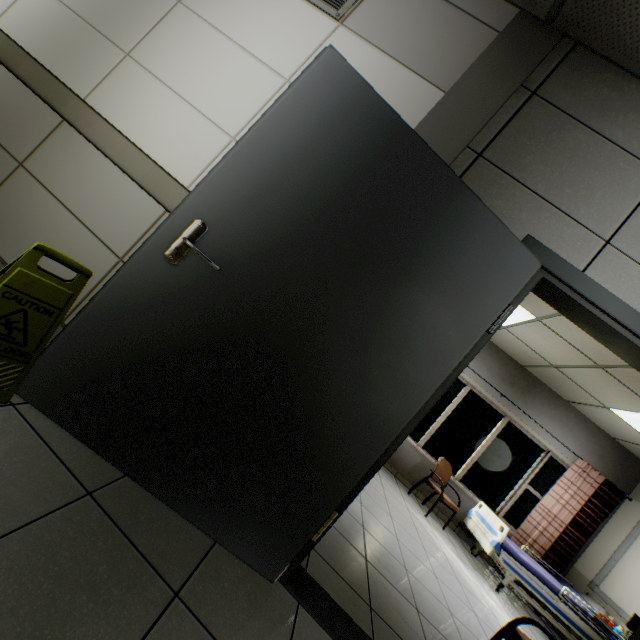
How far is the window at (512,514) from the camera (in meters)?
6.09

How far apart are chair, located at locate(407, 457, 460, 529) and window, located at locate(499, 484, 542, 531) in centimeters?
135cm

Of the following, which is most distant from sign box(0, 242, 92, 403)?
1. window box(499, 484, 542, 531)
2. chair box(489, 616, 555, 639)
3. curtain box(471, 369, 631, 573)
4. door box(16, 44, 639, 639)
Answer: window box(499, 484, 542, 531)

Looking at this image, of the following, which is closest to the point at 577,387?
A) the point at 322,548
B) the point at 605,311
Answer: the point at 605,311

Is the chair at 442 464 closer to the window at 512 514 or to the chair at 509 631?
the window at 512 514

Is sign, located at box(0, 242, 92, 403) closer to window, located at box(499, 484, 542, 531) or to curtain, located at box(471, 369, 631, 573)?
curtain, located at box(471, 369, 631, 573)

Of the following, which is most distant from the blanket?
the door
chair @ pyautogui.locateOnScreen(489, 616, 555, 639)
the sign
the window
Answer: the sign

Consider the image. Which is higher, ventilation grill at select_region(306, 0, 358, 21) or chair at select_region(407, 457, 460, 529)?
ventilation grill at select_region(306, 0, 358, 21)
